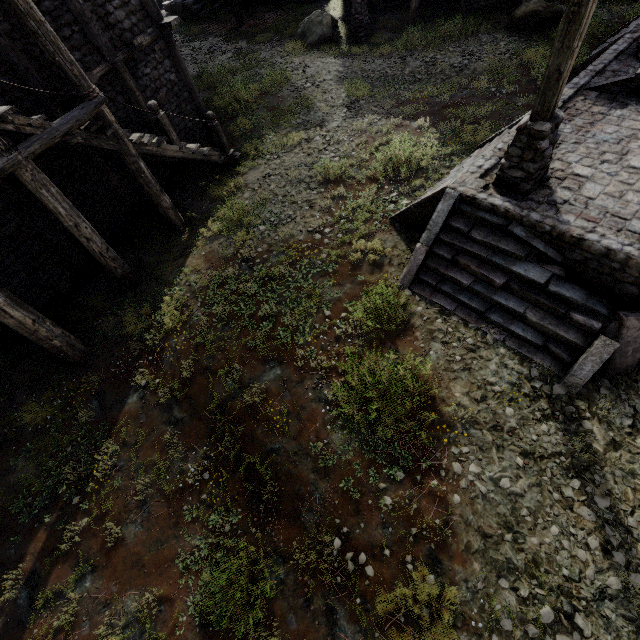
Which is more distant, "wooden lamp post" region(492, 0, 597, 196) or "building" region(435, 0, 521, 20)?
"building" region(435, 0, 521, 20)

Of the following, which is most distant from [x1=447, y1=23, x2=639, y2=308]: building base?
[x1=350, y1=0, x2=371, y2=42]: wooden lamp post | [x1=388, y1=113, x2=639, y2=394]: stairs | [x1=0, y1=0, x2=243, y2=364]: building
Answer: [x1=350, y1=0, x2=371, y2=42]: wooden lamp post

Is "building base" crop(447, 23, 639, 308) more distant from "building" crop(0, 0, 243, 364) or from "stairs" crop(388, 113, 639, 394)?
"building" crop(0, 0, 243, 364)

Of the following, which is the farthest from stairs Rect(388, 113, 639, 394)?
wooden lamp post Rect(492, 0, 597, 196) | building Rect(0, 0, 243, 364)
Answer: building Rect(0, 0, 243, 364)

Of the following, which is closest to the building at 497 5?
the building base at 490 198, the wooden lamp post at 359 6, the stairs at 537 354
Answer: the wooden lamp post at 359 6

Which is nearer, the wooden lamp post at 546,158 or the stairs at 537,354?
the wooden lamp post at 546,158

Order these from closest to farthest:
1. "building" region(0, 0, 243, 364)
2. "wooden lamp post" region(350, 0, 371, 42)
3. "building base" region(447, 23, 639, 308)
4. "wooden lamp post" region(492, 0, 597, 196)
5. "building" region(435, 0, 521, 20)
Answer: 1. "wooden lamp post" region(492, 0, 597, 196)
2. "building base" region(447, 23, 639, 308)
3. "building" region(0, 0, 243, 364)
4. "building" region(435, 0, 521, 20)
5. "wooden lamp post" region(350, 0, 371, 42)

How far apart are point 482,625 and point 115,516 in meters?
6.5
